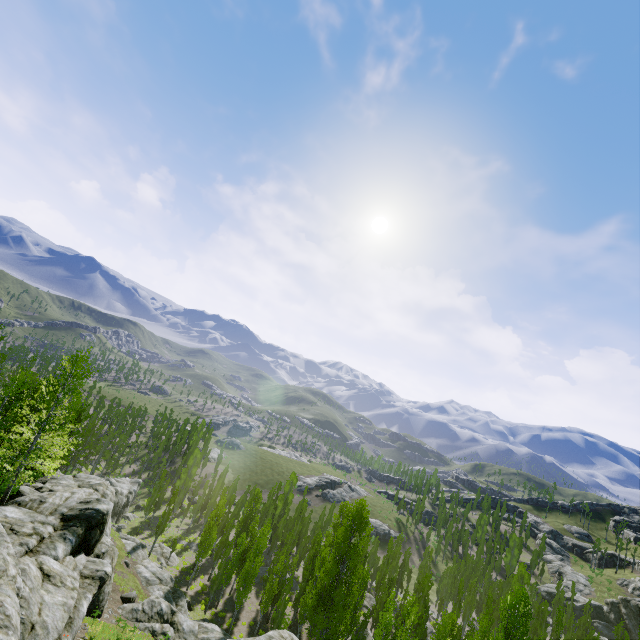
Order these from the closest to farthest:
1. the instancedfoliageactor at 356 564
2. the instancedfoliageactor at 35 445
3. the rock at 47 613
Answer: the rock at 47 613 < the instancedfoliageactor at 35 445 < the instancedfoliageactor at 356 564

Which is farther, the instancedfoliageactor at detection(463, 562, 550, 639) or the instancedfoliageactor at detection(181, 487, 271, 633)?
the instancedfoliageactor at detection(181, 487, 271, 633)

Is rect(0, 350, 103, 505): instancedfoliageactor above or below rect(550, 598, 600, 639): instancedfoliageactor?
above

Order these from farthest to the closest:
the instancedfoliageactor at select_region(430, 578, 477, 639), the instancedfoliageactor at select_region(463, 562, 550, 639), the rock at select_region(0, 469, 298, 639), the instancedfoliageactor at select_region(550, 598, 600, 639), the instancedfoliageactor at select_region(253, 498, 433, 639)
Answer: the instancedfoliageactor at select_region(550, 598, 600, 639) → the instancedfoliageactor at select_region(253, 498, 433, 639) → the instancedfoliageactor at select_region(430, 578, 477, 639) → the instancedfoliageactor at select_region(463, 562, 550, 639) → the rock at select_region(0, 469, 298, 639)

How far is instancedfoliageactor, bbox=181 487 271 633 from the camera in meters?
36.5 m

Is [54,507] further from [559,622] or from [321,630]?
[559,622]

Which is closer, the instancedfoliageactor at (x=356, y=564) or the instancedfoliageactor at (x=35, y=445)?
the instancedfoliageactor at (x=35, y=445)
